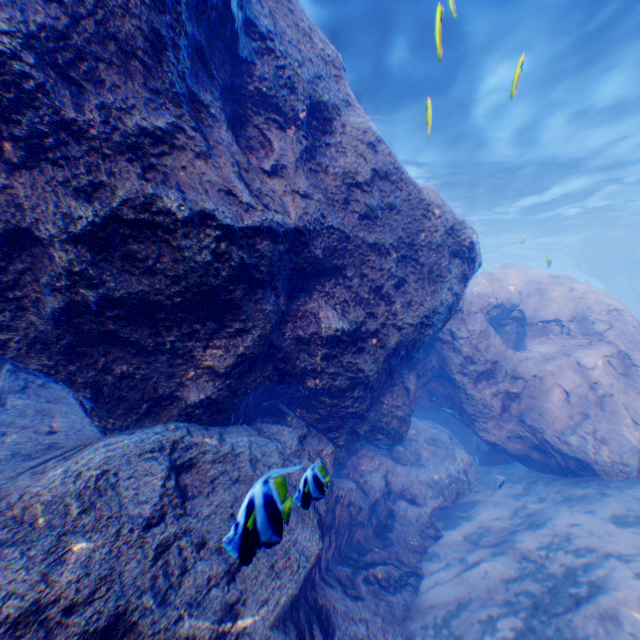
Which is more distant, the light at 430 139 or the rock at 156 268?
the light at 430 139

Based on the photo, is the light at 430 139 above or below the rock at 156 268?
above

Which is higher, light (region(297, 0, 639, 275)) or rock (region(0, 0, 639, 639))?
light (region(297, 0, 639, 275))

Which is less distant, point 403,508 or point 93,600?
point 93,600

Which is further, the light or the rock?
the light
